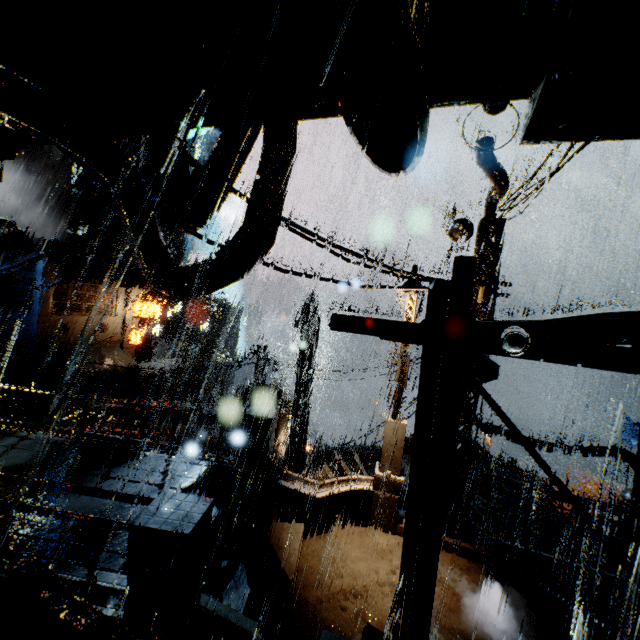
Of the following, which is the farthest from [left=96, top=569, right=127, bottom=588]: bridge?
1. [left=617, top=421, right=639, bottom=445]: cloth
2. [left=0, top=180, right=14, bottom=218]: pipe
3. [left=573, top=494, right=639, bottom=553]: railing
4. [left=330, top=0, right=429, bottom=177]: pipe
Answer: [left=0, top=180, right=14, bottom=218]: pipe

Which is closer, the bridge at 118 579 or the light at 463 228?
the bridge at 118 579

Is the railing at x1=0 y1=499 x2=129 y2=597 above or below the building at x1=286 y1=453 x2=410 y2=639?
above

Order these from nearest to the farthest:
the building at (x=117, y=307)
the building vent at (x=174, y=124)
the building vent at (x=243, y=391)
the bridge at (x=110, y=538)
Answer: the building vent at (x=174, y=124), the bridge at (x=110, y=538), the building vent at (x=243, y=391), the building at (x=117, y=307)

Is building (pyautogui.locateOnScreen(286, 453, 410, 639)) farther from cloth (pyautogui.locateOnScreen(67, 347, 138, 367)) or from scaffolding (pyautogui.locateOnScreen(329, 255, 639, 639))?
scaffolding (pyautogui.locateOnScreen(329, 255, 639, 639))

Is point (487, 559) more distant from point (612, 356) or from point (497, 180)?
point (612, 356)

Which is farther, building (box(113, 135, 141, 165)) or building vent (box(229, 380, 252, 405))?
building (box(113, 135, 141, 165))

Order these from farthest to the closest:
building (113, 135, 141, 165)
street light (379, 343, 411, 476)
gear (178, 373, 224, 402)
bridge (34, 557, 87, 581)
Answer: building (113, 135, 141, 165)
gear (178, 373, 224, 402)
street light (379, 343, 411, 476)
bridge (34, 557, 87, 581)
